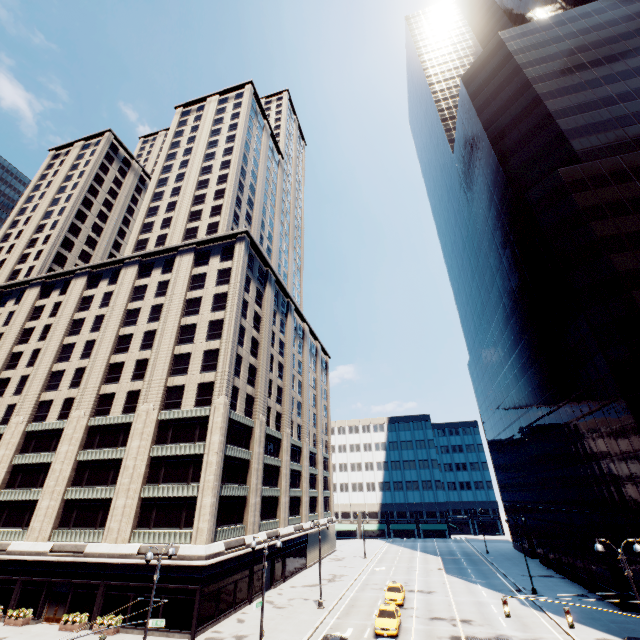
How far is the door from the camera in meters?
29.4 m

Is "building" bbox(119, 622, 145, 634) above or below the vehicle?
below

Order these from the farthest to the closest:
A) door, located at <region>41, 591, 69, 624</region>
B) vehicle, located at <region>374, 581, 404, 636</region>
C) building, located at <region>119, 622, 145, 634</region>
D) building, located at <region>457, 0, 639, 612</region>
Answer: door, located at <region>41, 591, 69, 624</region> < building, located at <region>457, 0, 639, 612</region> < building, located at <region>119, 622, 145, 634</region> < vehicle, located at <region>374, 581, 404, 636</region>

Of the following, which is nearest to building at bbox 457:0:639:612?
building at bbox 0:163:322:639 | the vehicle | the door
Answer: the vehicle

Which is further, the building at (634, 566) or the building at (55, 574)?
the building at (55, 574)

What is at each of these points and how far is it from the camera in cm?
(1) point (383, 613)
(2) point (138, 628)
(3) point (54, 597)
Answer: (1) vehicle, 2738
(2) building, 2684
(3) door, 3038

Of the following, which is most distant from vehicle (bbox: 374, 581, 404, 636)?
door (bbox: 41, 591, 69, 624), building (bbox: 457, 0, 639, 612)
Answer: door (bbox: 41, 591, 69, 624)

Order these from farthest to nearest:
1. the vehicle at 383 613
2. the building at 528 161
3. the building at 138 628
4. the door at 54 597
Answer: the door at 54 597, the building at 528 161, the building at 138 628, the vehicle at 383 613
